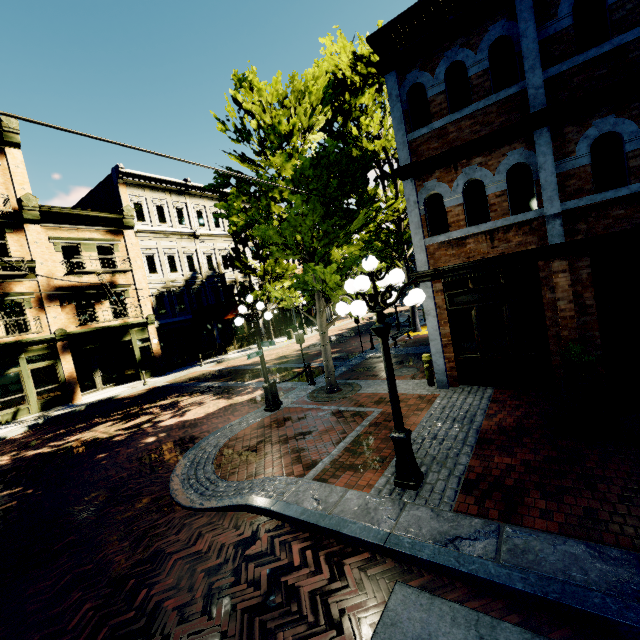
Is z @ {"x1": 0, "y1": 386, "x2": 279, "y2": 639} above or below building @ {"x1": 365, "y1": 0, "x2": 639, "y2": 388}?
below

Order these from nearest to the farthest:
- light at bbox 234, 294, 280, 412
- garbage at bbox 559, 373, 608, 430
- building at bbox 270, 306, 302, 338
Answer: garbage at bbox 559, 373, 608, 430 → light at bbox 234, 294, 280, 412 → building at bbox 270, 306, 302, 338

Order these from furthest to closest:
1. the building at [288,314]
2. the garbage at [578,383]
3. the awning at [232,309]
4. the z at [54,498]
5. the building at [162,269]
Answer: the building at [288,314] → the awning at [232,309] → the building at [162,269] → the garbage at [578,383] → the z at [54,498]

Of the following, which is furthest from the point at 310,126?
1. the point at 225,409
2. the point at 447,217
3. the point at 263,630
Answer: the point at 263,630

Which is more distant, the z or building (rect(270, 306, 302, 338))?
building (rect(270, 306, 302, 338))

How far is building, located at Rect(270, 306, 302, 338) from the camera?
32.20m

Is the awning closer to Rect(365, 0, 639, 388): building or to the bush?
Rect(365, 0, 639, 388): building

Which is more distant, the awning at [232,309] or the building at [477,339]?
the awning at [232,309]
